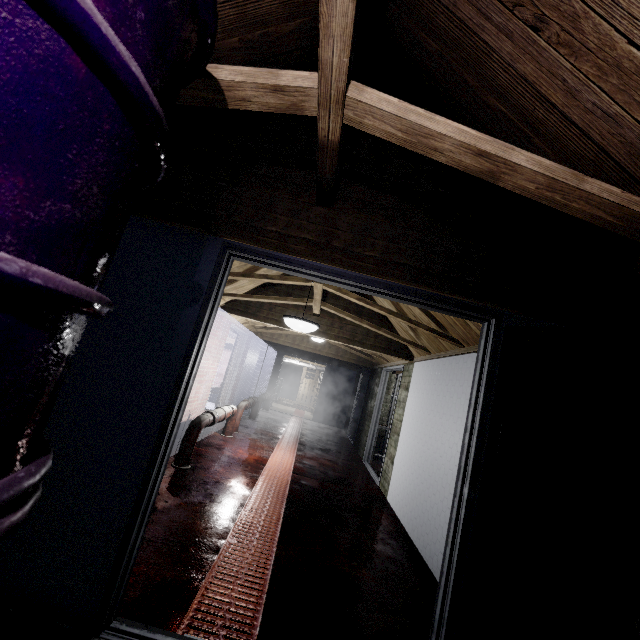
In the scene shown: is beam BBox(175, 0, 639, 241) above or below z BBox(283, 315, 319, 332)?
above

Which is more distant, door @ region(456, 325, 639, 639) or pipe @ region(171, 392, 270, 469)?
pipe @ region(171, 392, 270, 469)

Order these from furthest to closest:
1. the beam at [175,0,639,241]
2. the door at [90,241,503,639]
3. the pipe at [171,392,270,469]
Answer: the pipe at [171,392,270,469] < the door at [90,241,503,639] < the beam at [175,0,639,241]

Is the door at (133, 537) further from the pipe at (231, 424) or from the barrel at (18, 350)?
the pipe at (231, 424)

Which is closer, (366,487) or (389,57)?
(389,57)

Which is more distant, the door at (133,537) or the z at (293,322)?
the z at (293,322)

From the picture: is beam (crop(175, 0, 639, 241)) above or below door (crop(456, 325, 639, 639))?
above

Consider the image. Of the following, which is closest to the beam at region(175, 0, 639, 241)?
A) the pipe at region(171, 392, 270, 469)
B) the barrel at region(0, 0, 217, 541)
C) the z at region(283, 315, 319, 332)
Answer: the barrel at region(0, 0, 217, 541)
